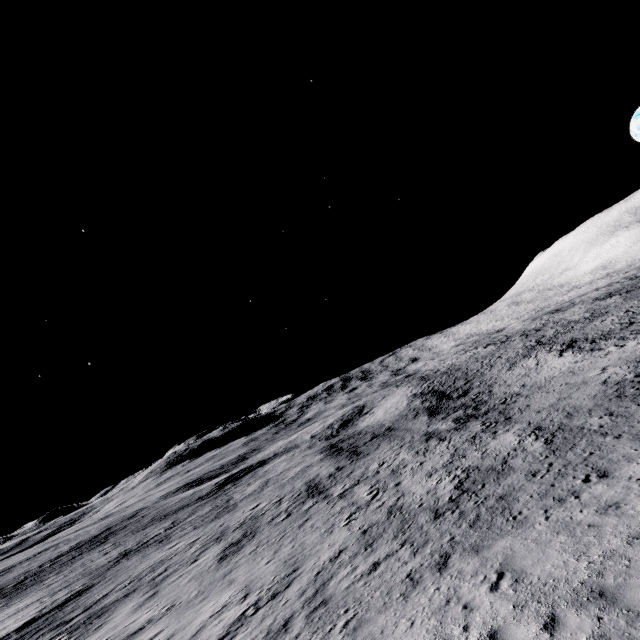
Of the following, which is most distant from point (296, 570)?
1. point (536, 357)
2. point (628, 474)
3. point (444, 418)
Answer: point (536, 357)
